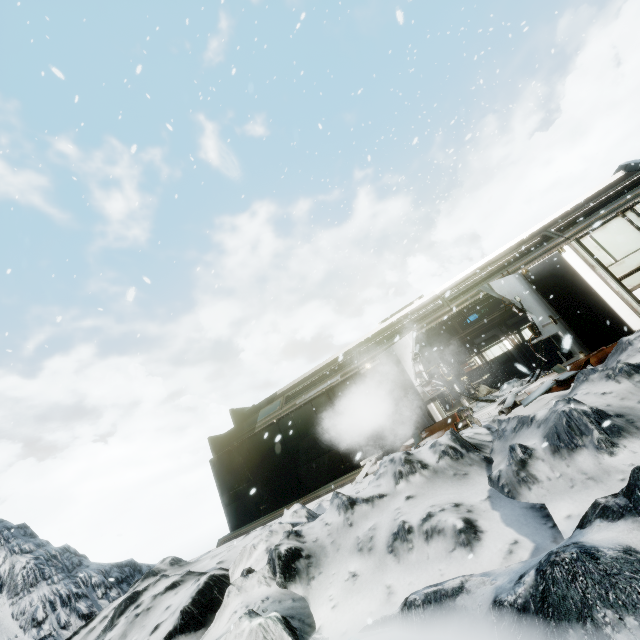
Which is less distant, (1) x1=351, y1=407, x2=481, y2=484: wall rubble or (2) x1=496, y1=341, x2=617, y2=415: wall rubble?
(2) x1=496, y1=341, x2=617, y2=415: wall rubble

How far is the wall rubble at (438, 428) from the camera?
7.6 meters

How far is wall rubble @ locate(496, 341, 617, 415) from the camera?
6.63m

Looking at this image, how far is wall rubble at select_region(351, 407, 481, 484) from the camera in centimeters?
759cm

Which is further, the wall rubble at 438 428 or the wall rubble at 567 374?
the wall rubble at 438 428

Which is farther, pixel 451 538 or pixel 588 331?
pixel 588 331
